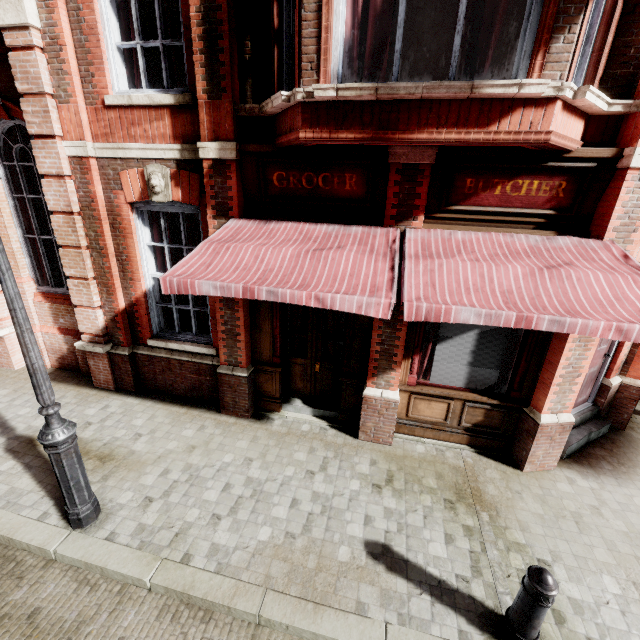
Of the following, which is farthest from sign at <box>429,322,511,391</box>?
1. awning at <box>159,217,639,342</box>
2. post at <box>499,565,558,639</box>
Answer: post at <box>499,565,558,639</box>

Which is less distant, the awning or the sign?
the awning

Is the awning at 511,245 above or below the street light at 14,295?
above

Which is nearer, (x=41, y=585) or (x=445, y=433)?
(x=41, y=585)

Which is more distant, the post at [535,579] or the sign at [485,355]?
the sign at [485,355]

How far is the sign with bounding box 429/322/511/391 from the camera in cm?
487

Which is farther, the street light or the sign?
the sign
